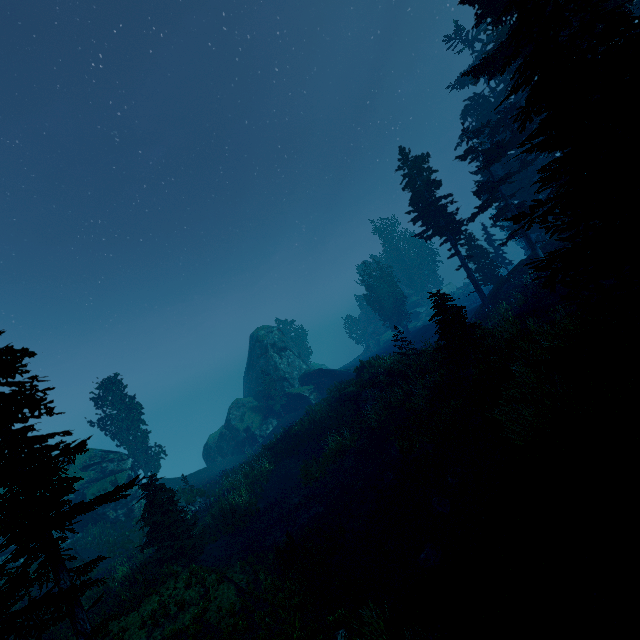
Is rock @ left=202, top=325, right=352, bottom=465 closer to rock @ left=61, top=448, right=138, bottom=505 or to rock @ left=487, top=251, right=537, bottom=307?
rock @ left=61, top=448, right=138, bottom=505

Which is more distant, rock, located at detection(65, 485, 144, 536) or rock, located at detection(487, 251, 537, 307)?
rock, located at detection(487, 251, 537, 307)

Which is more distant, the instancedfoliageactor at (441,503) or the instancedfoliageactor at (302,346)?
the instancedfoliageactor at (302,346)

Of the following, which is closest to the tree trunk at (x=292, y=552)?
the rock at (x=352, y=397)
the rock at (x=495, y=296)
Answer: the rock at (x=352, y=397)

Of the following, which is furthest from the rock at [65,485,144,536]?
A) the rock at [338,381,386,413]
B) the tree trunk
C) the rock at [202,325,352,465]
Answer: the tree trunk

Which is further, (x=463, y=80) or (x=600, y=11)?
(x=463, y=80)

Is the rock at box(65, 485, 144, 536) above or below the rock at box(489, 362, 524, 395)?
below

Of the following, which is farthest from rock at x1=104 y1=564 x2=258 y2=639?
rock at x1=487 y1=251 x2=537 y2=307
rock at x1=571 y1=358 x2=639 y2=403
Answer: rock at x1=487 y1=251 x2=537 y2=307
